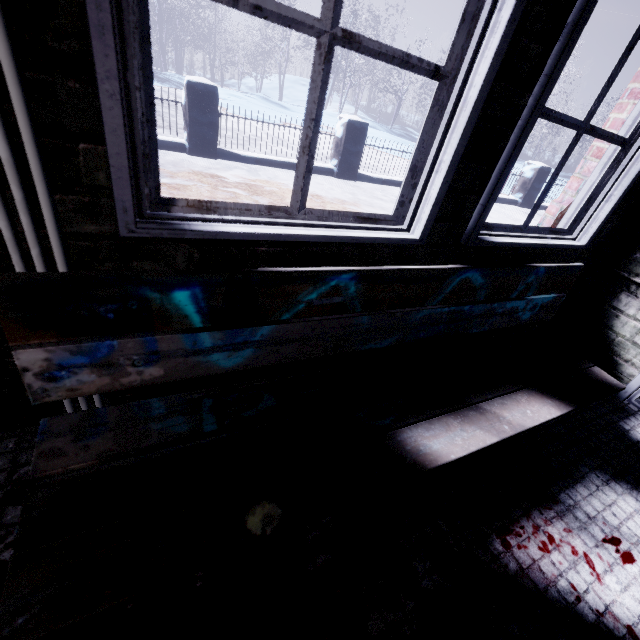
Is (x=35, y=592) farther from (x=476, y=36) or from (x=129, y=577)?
(x=476, y=36)

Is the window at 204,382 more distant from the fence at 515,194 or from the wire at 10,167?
the fence at 515,194

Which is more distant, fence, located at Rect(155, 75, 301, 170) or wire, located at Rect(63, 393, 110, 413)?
fence, located at Rect(155, 75, 301, 170)

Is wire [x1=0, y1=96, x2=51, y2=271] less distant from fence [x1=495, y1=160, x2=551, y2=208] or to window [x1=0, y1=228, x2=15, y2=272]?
window [x1=0, y1=228, x2=15, y2=272]

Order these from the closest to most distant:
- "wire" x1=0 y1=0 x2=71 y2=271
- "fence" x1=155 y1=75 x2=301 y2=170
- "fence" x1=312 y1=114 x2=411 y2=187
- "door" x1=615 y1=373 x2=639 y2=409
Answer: "wire" x1=0 y1=0 x2=71 y2=271 → "door" x1=615 y1=373 x2=639 y2=409 → "fence" x1=155 y1=75 x2=301 y2=170 → "fence" x1=312 y1=114 x2=411 y2=187

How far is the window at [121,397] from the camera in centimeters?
97cm

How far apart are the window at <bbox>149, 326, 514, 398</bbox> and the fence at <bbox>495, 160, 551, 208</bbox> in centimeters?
400cm

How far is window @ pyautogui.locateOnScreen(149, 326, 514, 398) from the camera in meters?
1.1
